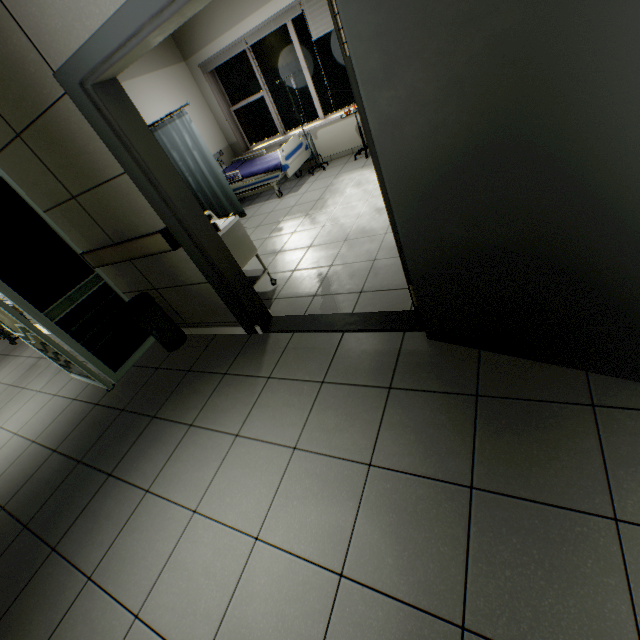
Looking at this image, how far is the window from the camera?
6.6 meters

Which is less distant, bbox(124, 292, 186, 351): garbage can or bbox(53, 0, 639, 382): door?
bbox(53, 0, 639, 382): door

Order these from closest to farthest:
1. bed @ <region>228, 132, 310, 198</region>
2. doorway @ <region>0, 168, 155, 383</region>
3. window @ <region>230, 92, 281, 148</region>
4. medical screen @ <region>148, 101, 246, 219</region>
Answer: doorway @ <region>0, 168, 155, 383</region> < medical screen @ <region>148, 101, 246, 219</region> < bed @ <region>228, 132, 310, 198</region> < window @ <region>230, 92, 281, 148</region>

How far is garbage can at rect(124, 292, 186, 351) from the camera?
3.14m

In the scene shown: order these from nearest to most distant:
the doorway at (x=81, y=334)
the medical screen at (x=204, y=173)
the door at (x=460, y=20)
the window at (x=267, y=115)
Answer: the door at (x=460, y=20) < the doorway at (x=81, y=334) < the medical screen at (x=204, y=173) < the window at (x=267, y=115)

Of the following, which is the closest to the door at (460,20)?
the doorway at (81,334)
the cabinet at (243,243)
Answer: the cabinet at (243,243)

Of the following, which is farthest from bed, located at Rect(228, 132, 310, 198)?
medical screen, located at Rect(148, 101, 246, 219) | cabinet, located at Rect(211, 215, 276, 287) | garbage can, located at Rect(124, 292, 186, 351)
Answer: garbage can, located at Rect(124, 292, 186, 351)

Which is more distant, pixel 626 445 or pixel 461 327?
pixel 461 327
